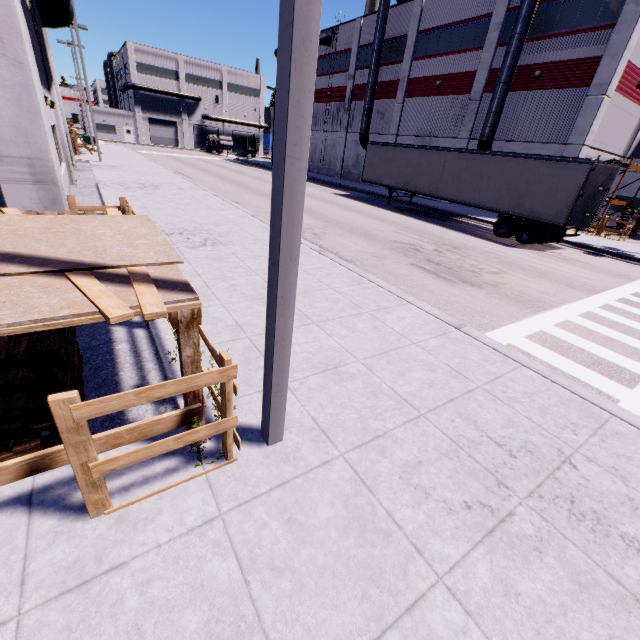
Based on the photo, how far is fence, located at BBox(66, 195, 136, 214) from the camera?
7.0m

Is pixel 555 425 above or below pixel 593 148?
below

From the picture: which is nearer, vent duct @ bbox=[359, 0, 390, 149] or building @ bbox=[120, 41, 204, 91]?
vent duct @ bbox=[359, 0, 390, 149]

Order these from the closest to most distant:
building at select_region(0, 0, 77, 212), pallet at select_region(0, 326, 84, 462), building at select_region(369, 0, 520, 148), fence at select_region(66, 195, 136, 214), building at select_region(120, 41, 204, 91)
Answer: pallet at select_region(0, 326, 84, 462) → building at select_region(0, 0, 77, 212) → fence at select_region(66, 195, 136, 214) → building at select_region(369, 0, 520, 148) → building at select_region(120, 41, 204, 91)

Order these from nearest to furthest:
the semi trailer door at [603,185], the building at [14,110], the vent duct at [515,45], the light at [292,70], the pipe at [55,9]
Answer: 1. the light at [292,70]
2. the building at [14,110]
3. the pipe at [55,9]
4. the semi trailer door at [603,185]
5. the vent duct at [515,45]

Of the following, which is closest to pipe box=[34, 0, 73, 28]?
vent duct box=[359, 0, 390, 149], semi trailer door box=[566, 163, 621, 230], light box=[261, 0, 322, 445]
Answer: vent duct box=[359, 0, 390, 149]

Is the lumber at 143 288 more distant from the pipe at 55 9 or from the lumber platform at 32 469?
the pipe at 55 9

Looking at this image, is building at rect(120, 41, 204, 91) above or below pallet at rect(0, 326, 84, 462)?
above
